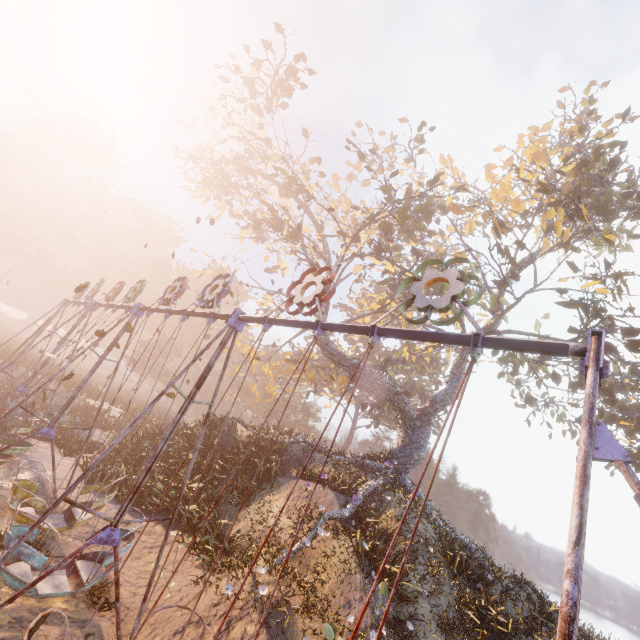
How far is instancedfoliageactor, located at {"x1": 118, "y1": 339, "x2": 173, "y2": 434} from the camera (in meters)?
24.21

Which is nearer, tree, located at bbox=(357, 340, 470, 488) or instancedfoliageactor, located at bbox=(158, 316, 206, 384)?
tree, located at bbox=(357, 340, 470, 488)

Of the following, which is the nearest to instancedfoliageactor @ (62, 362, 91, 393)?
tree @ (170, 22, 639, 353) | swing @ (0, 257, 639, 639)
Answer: swing @ (0, 257, 639, 639)

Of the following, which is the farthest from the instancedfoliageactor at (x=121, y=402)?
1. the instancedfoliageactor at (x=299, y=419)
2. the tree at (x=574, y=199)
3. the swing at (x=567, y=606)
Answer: the tree at (x=574, y=199)

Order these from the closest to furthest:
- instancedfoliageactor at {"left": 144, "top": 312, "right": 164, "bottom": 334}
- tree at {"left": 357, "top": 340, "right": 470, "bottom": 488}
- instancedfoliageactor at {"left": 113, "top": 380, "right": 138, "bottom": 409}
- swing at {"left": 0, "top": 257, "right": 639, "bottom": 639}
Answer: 1. swing at {"left": 0, "top": 257, "right": 639, "bottom": 639}
2. tree at {"left": 357, "top": 340, "right": 470, "bottom": 488}
3. instancedfoliageactor at {"left": 113, "top": 380, "right": 138, "bottom": 409}
4. instancedfoliageactor at {"left": 144, "top": 312, "right": 164, "bottom": 334}

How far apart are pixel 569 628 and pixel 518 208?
26.88m

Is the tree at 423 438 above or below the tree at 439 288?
below
